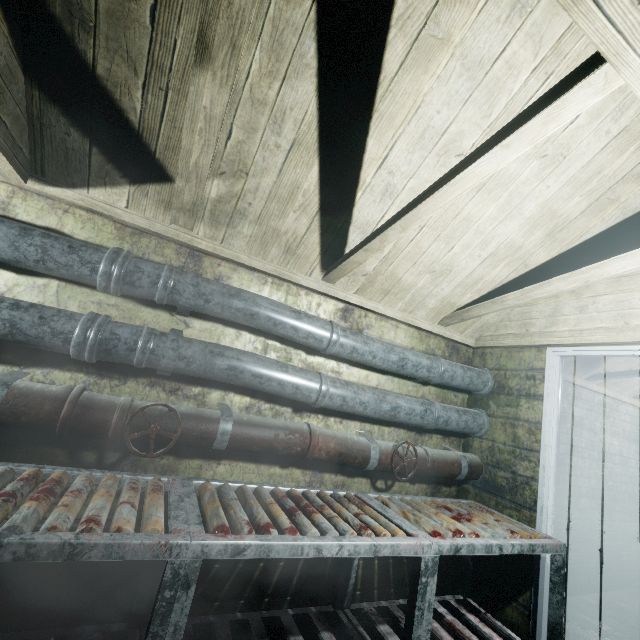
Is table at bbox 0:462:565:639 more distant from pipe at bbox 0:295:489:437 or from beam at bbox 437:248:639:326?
beam at bbox 437:248:639:326

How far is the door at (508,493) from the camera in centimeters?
214cm

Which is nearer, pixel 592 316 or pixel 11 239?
pixel 11 239

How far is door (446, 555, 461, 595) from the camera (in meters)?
2.35

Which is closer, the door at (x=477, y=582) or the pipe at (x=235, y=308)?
the pipe at (x=235, y=308)

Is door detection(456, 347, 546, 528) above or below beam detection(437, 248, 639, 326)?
below

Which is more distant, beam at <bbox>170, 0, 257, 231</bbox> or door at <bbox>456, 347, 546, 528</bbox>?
door at <bbox>456, 347, 546, 528</bbox>
